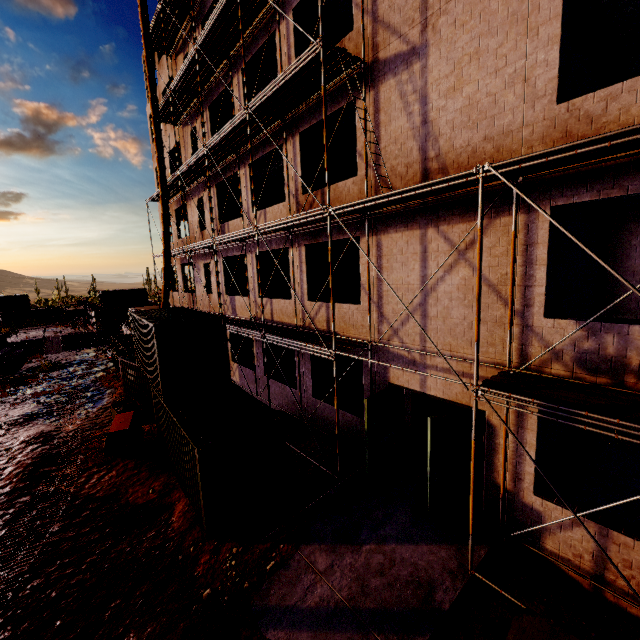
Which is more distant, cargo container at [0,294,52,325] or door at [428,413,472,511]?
cargo container at [0,294,52,325]

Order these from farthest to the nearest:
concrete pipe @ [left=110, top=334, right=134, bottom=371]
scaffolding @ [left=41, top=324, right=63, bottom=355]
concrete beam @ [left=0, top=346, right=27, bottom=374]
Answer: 1. scaffolding @ [left=41, top=324, right=63, bottom=355]
2. concrete beam @ [left=0, top=346, right=27, bottom=374]
3. concrete pipe @ [left=110, top=334, right=134, bottom=371]

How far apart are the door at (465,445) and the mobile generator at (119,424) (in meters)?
10.35

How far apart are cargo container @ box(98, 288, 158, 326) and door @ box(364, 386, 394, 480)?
51.0m

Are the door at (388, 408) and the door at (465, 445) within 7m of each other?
yes

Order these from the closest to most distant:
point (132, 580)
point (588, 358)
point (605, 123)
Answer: point (605, 123) < point (588, 358) < point (132, 580)

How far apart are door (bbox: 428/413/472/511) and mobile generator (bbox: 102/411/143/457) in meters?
10.3 m

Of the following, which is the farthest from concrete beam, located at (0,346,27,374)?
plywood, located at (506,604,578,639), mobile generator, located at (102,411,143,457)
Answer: plywood, located at (506,604,578,639)
